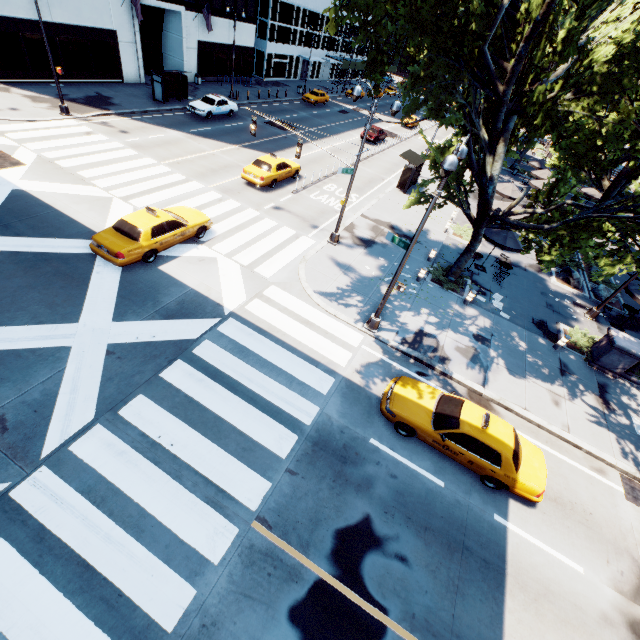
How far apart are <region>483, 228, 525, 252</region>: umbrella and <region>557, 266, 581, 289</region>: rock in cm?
540

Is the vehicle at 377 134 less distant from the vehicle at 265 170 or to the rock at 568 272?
the vehicle at 265 170

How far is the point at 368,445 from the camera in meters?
10.0

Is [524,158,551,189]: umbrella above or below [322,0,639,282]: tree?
below

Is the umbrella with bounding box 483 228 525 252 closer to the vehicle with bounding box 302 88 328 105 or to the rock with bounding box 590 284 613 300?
the rock with bounding box 590 284 613 300

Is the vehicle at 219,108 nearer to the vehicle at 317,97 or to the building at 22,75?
the building at 22,75

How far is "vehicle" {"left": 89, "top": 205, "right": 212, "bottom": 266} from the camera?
12.36m

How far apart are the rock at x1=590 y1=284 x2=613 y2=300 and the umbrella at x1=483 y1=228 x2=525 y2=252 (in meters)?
7.13
